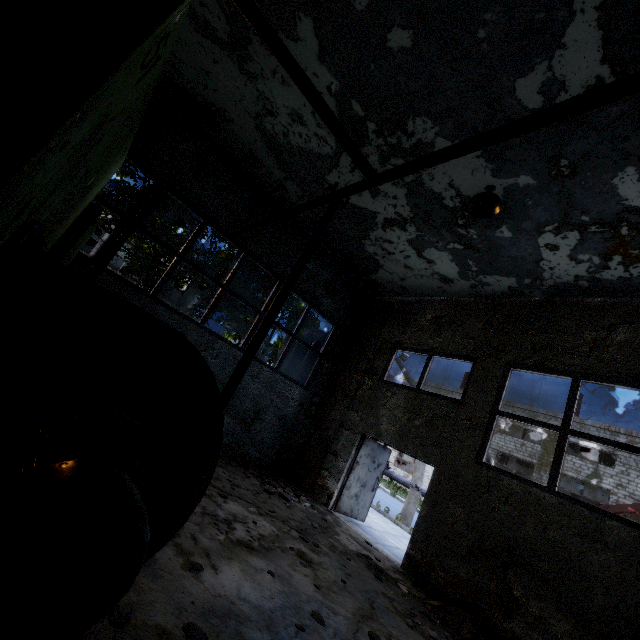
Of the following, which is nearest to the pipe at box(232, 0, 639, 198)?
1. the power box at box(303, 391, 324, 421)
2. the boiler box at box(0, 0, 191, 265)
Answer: the power box at box(303, 391, 324, 421)

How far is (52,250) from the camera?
4.0 meters

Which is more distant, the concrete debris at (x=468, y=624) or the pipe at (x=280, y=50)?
the concrete debris at (x=468, y=624)

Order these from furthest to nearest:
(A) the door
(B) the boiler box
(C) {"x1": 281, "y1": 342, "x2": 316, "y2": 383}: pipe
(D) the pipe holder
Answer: (C) {"x1": 281, "y1": 342, "x2": 316, "y2": 383}: pipe < (A) the door < (D) the pipe holder < (B) the boiler box

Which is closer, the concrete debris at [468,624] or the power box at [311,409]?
the concrete debris at [468,624]

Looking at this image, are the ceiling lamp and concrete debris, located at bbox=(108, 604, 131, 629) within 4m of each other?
no

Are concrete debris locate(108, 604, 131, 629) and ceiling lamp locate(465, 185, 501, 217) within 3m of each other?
no

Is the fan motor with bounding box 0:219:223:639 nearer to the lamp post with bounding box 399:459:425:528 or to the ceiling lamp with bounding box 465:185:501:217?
the ceiling lamp with bounding box 465:185:501:217
